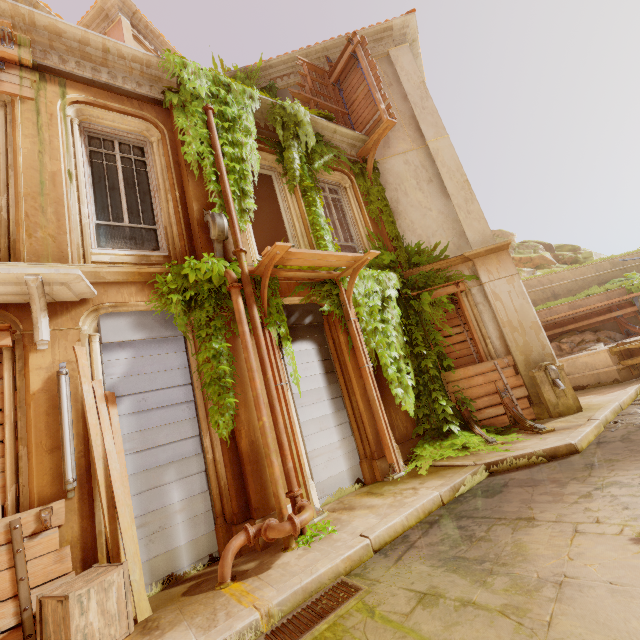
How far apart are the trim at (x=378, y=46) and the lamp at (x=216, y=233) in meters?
7.5 m

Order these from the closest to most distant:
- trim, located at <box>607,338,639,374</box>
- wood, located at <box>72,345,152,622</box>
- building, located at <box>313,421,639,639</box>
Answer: building, located at <box>313,421,639,639</box>, wood, located at <box>72,345,152,622</box>, trim, located at <box>607,338,639,374</box>

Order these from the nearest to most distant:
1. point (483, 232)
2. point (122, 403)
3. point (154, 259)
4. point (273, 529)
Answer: point (273, 529)
point (122, 403)
point (154, 259)
point (483, 232)

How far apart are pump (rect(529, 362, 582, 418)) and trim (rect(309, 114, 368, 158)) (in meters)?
7.59

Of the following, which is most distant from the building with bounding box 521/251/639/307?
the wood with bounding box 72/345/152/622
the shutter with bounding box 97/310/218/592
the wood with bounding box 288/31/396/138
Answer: the wood with bounding box 288/31/396/138

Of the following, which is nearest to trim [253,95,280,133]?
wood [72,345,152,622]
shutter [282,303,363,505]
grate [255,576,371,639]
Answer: shutter [282,303,363,505]

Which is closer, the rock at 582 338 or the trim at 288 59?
the trim at 288 59

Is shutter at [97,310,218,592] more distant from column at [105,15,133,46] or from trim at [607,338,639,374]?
trim at [607,338,639,374]
